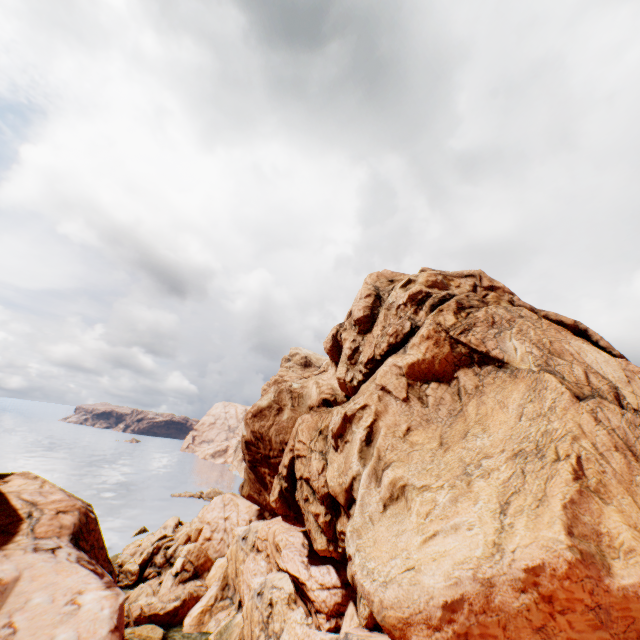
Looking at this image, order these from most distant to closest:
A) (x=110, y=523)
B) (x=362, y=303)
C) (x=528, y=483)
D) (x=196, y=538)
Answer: (x=110, y=523), (x=196, y=538), (x=362, y=303), (x=528, y=483)
